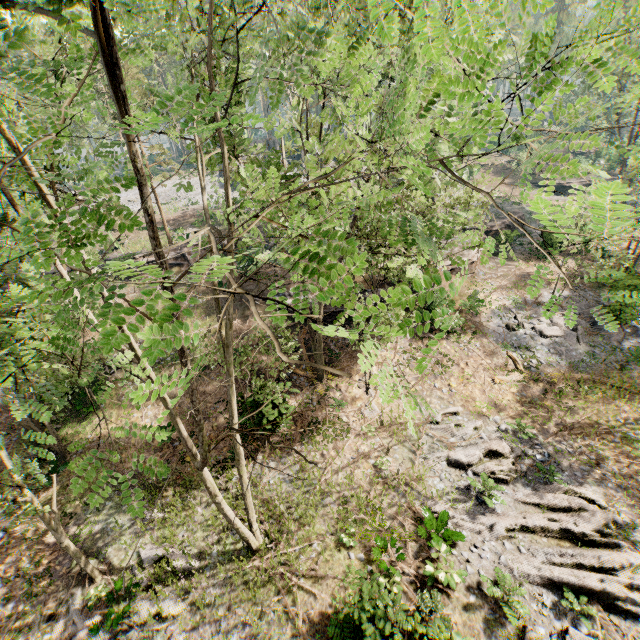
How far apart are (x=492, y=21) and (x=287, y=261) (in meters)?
3.91

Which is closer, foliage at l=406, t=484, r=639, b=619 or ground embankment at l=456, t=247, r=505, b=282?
foliage at l=406, t=484, r=639, b=619

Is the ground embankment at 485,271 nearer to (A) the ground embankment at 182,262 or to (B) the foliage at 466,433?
(B) the foliage at 466,433

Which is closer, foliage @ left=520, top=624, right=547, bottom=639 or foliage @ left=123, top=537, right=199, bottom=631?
foliage @ left=520, top=624, right=547, bottom=639

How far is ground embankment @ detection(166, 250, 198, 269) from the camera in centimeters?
2953cm

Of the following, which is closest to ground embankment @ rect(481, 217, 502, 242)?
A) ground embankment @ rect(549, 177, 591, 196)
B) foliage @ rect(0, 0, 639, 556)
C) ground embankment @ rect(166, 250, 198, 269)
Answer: ground embankment @ rect(549, 177, 591, 196)

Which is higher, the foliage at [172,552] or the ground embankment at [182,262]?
the ground embankment at [182,262]

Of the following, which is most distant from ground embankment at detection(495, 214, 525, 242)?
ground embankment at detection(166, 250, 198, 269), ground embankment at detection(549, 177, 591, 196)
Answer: ground embankment at detection(166, 250, 198, 269)
